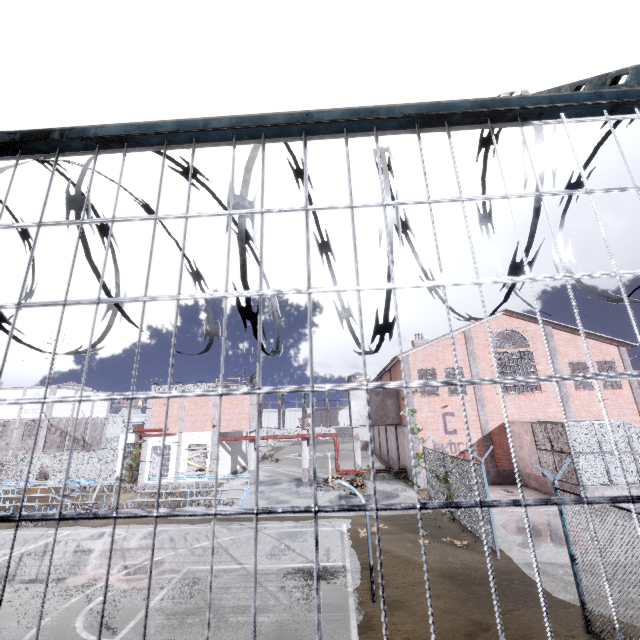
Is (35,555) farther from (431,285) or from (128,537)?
(431,285)

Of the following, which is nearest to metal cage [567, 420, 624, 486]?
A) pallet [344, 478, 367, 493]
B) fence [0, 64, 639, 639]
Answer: fence [0, 64, 639, 639]

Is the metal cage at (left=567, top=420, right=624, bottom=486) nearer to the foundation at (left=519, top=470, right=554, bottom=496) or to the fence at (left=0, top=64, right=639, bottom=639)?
the foundation at (left=519, top=470, right=554, bottom=496)

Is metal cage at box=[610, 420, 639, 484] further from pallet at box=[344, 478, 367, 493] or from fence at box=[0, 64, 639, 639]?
pallet at box=[344, 478, 367, 493]

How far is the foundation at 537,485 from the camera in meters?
18.1 m

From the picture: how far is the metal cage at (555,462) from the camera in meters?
16.5

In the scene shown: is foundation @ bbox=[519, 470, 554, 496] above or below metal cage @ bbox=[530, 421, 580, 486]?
below

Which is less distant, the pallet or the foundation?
the foundation
